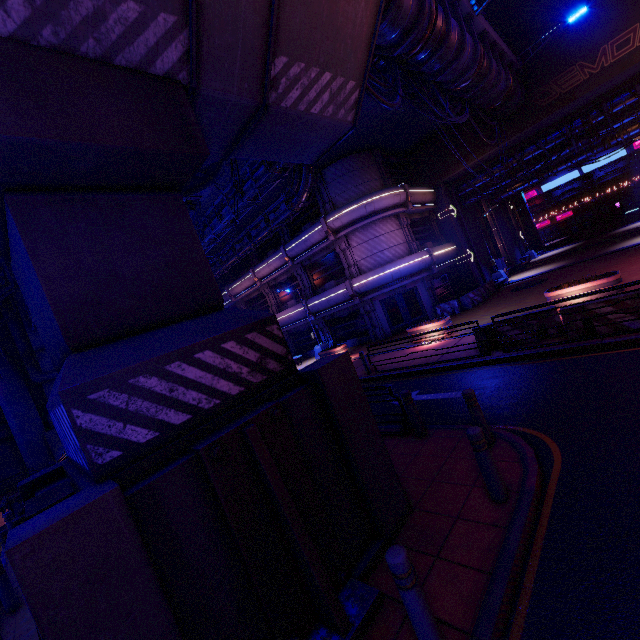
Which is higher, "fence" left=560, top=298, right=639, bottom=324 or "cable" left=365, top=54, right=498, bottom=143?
"cable" left=365, top=54, right=498, bottom=143

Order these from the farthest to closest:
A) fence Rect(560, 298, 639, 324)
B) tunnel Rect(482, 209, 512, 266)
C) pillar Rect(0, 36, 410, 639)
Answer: tunnel Rect(482, 209, 512, 266) → fence Rect(560, 298, 639, 324) → pillar Rect(0, 36, 410, 639)

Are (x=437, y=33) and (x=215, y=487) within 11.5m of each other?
no

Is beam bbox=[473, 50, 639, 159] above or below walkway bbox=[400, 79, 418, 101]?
below

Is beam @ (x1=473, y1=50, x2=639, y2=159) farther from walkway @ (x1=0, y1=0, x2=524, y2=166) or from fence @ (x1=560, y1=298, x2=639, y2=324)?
fence @ (x1=560, y1=298, x2=639, y2=324)

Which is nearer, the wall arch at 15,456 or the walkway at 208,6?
the walkway at 208,6

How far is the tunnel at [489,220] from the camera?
31.16m

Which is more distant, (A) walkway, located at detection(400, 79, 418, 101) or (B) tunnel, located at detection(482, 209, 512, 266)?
(B) tunnel, located at detection(482, 209, 512, 266)
